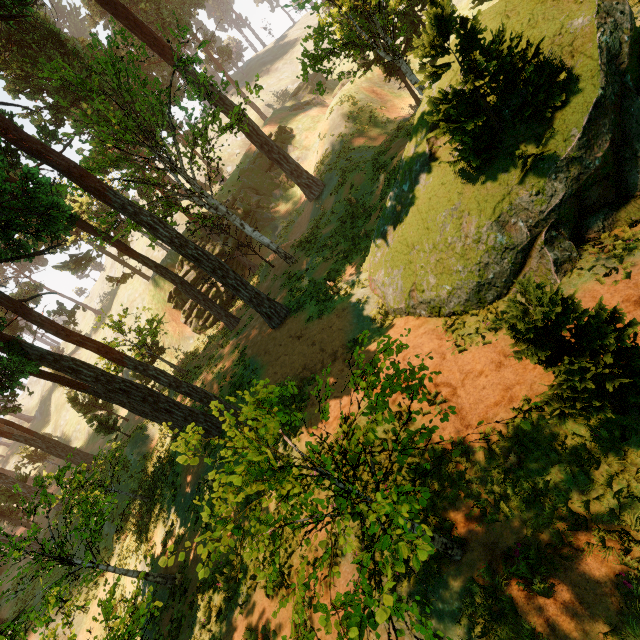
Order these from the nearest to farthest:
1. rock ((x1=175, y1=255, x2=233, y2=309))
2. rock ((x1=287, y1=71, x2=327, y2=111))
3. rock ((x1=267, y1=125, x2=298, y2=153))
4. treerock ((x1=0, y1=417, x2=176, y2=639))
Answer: treerock ((x1=0, y1=417, x2=176, y2=639))
rock ((x1=175, y1=255, x2=233, y2=309))
rock ((x1=267, y1=125, x2=298, y2=153))
rock ((x1=287, y1=71, x2=327, y2=111))

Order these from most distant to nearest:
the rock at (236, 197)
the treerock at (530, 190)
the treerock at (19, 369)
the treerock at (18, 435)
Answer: the rock at (236, 197)
the treerock at (18, 435)
the treerock at (530, 190)
the treerock at (19, 369)

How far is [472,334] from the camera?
9.38m

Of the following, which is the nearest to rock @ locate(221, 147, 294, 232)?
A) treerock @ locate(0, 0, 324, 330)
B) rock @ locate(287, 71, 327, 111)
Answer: treerock @ locate(0, 0, 324, 330)

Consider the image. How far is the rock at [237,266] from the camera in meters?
33.9

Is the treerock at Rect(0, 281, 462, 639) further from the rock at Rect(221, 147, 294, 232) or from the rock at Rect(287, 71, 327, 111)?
the rock at Rect(287, 71, 327, 111)
